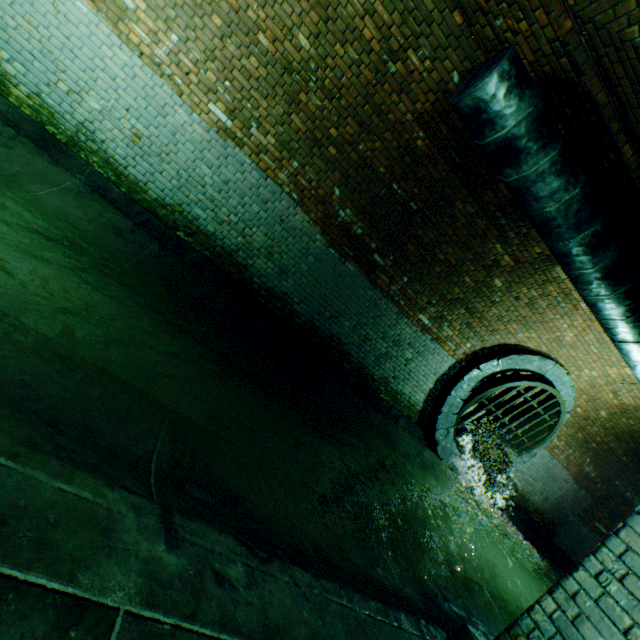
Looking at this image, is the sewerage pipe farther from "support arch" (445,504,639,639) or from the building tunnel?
"support arch" (445,504,639,639)

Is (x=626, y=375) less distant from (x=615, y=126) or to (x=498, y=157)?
(x=615, y=126)

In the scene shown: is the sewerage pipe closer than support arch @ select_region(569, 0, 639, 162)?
No

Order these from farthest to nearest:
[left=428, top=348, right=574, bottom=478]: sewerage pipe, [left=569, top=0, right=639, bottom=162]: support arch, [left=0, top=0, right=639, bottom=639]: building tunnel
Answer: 1. [left=428, top=348, right=574, bottom=478]: sewerage pipe
2. [left=569, top=0, right=639, bottom=162]: support arch
3. [left=0, top=0, right=639, bottom=639]: building tunnel

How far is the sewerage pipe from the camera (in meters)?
6.85

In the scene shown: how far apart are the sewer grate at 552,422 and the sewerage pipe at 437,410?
0.0m

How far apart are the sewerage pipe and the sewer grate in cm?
1

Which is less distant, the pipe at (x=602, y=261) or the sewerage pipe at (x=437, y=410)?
the pipe at (x=602, y=261)
